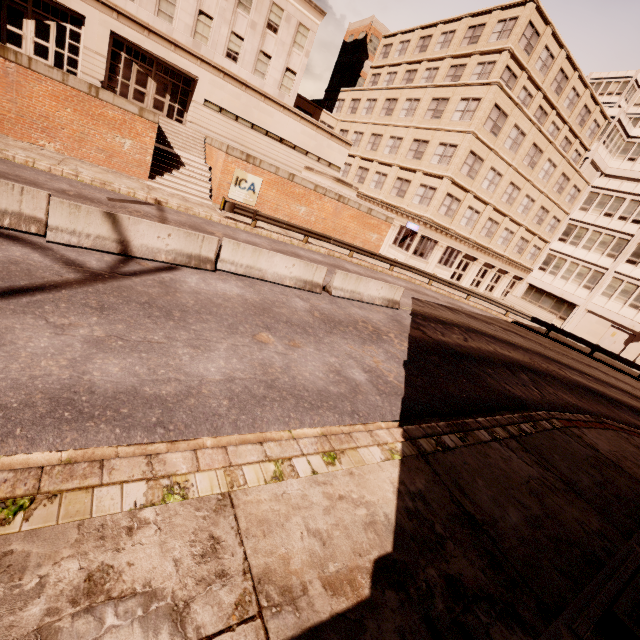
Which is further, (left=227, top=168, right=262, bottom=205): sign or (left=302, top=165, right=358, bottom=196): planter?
(left=302, top=165, right=358, bottom=196): planter

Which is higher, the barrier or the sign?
the sign

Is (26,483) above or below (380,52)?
below

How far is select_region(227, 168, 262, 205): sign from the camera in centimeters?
1919cm

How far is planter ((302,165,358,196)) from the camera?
23.3 meters

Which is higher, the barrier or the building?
the building

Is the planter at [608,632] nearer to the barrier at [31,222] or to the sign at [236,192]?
the barrier at [31,222]

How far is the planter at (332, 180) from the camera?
23.28m
